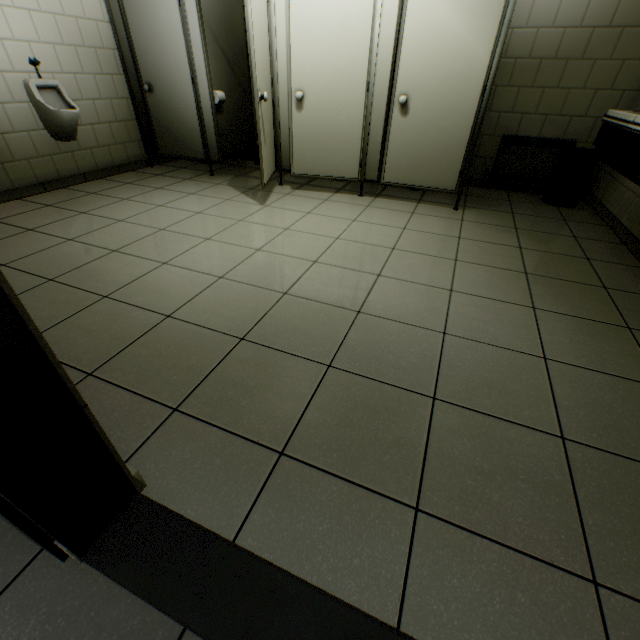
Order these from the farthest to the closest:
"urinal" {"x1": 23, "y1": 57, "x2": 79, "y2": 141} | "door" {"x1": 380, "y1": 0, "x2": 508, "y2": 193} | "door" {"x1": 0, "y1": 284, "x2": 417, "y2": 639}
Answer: "urinal" {"x1": 23, "y1": 57, "x2": 79, "y2": 141} < "door" {"x1": 380, "y1": 0, "x2": 508, "y2": 193} < "door" {"x1": 0, "y1": 284, "x2": 417, "y2": 639}

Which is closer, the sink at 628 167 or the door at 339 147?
the sink at 628 167

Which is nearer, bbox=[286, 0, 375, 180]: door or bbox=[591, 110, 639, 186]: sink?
bbox=[591, 110, 639, 186]: sink

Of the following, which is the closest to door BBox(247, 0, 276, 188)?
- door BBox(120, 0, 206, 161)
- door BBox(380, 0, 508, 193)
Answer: door BBox(380, 0, 508, 193)

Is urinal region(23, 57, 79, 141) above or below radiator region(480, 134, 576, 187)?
above

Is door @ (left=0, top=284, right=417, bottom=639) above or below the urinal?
below

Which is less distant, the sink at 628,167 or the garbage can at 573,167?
the sink at 628,167

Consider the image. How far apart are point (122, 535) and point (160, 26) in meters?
5.0
